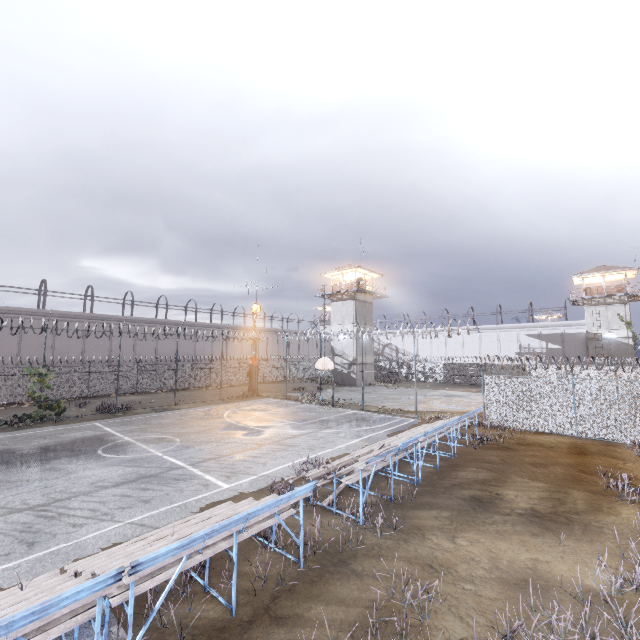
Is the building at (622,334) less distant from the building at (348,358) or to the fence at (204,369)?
the fence at (204,369)

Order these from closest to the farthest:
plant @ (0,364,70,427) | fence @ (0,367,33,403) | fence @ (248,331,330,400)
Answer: plant @ (0,364,70,427)
fence @ (0,367,33,403)
fence @ (248,331,330,400)

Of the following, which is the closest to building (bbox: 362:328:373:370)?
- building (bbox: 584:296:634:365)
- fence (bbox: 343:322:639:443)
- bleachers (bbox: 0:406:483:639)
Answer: fence (bbox: 343:322:639:443)

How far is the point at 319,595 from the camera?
5.3 meters

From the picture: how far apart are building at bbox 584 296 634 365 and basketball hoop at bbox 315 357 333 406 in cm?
3542

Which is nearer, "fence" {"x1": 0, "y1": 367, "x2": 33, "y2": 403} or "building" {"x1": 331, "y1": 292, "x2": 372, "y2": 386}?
"fence" {"x1": 0, "y1": 367, "x2": 33, "y2": 403}

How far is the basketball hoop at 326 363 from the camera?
23.3m

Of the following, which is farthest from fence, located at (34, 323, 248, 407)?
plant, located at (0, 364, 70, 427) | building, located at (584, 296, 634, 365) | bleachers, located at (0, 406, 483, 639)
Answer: building, located at (584, 296, 634, 365)
